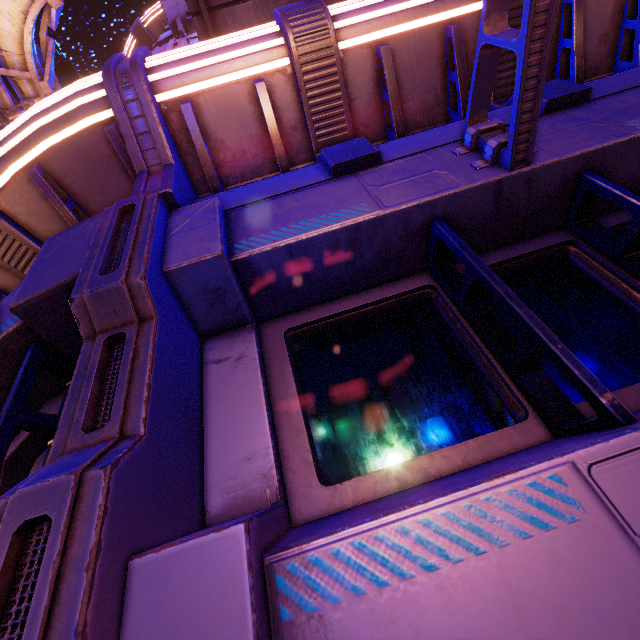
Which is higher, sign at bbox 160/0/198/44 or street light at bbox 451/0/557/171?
sign at bbox 160/0/198/44

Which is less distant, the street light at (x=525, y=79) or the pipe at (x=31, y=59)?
the street light at (x=525, y=79)

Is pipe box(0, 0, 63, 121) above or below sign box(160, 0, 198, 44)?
above

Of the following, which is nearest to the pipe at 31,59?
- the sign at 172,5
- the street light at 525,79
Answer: the sign at 172,5

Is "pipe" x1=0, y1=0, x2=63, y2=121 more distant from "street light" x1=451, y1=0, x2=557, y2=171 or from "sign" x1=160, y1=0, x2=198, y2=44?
"street light" x1=451, y1=0, x2=557, y2=171

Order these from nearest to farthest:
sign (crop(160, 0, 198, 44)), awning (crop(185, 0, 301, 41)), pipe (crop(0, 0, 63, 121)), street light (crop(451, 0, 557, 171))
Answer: street light (crop(451, 0, 557, 171)) → awning (crop(185, 0, 301, 41)) → sign (crop(160, 0, 198, 44)) → pipe (crop(0, 0, 63, 121))

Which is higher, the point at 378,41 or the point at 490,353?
the point at 378,41

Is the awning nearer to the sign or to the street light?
the sign
